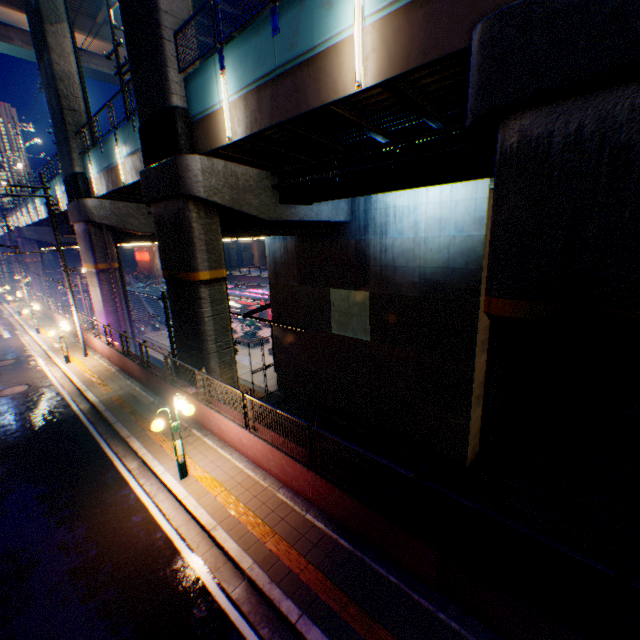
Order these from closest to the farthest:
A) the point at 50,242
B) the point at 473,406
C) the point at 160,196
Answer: the point at 160,196, the point at 473,406, the point at 50,242

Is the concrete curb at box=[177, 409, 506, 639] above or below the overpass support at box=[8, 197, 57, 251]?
below

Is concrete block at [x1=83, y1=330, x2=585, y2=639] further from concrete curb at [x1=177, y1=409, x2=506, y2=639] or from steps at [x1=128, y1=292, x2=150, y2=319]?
steps at [x1=128, y1=292, x2=150, y2=319]

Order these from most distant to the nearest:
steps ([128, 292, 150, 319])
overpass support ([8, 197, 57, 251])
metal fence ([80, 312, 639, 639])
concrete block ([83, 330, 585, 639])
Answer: steps ([128, 292, 150, 319]), overpass support ([8, 197, 57, 251]), concrete block ([83, 330, 585, 639]), metal fence ([80, 312, 639, 639])

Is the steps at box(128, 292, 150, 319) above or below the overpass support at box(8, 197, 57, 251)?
below

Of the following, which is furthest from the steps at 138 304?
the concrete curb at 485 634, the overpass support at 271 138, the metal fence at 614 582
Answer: the concrete curb at 485 634

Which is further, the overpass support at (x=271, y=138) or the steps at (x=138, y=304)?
the steps at (x=138, y=304)

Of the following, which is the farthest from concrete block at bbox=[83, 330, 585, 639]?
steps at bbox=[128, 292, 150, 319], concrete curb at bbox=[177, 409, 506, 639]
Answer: steps at bbox=[128, 292, 150, 319]
